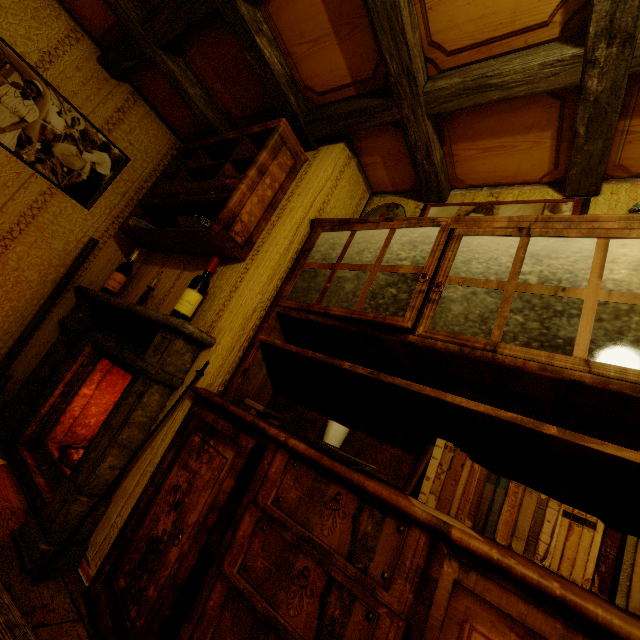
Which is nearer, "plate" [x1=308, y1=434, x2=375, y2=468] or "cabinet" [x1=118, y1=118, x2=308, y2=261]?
"plate" [x1=308, y1=434, x2=375, y2=468]

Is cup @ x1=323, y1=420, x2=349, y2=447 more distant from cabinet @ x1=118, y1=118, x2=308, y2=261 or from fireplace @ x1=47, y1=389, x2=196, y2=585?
cabinet @ x1=118, y1=118, x2=308, y2=261

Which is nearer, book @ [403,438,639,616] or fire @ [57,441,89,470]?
book @ [403,438,639,616]

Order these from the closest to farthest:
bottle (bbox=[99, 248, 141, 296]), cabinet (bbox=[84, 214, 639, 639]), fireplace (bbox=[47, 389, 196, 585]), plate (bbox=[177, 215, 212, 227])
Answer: cabinet (bbox=[84, 214, 639, 639]) → fireplace (bbox=[47, 389, 196, 585]) → plate (bbox=[177, 215, 212, 227]) → bottle (bbox=[99, 248, 141, 296])

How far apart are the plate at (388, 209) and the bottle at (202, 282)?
1.11m

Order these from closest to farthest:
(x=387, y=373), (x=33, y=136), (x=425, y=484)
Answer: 1. (x=425, y=484)
2. (x=387, y=373)
3. (x=33, y=136)

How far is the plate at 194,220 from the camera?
2.00m

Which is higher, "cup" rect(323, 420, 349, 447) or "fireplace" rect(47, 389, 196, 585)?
"cup" rect(323, 420, 349, 447)
